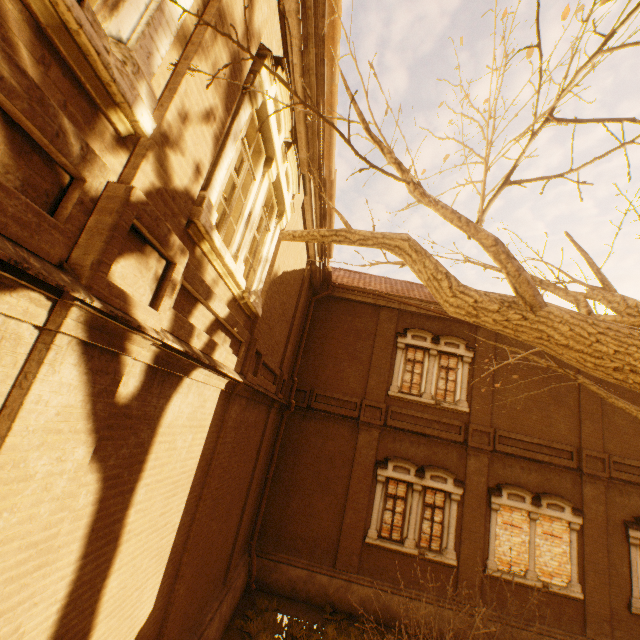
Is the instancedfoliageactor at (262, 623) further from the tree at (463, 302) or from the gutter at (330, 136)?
the gutter at (330, 136)

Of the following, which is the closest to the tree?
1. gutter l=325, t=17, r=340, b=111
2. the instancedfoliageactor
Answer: gutter l=325, t=17, r=340, b=111

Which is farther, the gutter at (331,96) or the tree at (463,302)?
the gutter at (331,96)

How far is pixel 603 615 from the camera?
10.14m

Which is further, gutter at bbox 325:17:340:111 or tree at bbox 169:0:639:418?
gutter at bbox 325:17:340:111

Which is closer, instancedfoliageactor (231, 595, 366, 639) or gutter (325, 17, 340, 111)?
gutter (325, 17, 340, 111)

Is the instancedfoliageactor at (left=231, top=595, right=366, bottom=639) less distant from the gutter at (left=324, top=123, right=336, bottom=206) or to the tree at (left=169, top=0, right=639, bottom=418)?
the tree at (left=169, top=0, right=639, bottom=418)

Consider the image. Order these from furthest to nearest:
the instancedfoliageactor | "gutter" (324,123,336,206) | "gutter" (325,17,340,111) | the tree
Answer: the instancedfoliageactor, "gutter" (324,123,336,206), "gutter" (325,17,340,111), the tree
